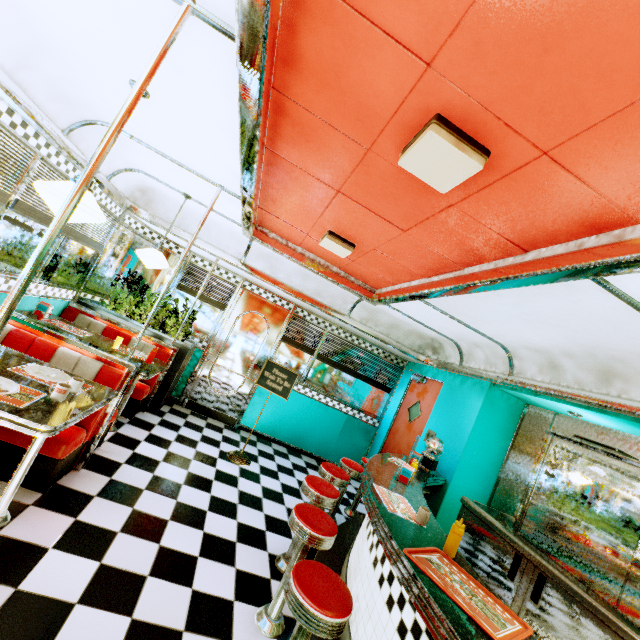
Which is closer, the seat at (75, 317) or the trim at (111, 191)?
the trim at (111, 191)

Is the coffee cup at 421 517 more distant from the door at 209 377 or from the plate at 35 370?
the door at 209 377

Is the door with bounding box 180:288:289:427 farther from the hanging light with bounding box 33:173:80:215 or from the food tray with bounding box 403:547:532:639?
the food tray with bounding box 403:547:532:639

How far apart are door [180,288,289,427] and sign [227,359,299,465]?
1.05m

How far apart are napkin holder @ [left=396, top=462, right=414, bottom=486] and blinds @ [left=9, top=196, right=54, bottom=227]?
→ 4.52m

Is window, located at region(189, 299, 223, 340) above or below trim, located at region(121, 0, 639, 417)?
below

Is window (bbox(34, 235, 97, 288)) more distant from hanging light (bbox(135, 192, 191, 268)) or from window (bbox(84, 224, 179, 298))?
hanging light (bbox(135, 192, 191, 268))

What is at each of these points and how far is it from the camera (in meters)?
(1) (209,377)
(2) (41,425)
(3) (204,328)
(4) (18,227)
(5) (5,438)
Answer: (1) door, 6.11
(2) table, 1.81
(3) window, 6.18
(4) window, 3.26
(5) seat, 2.48
